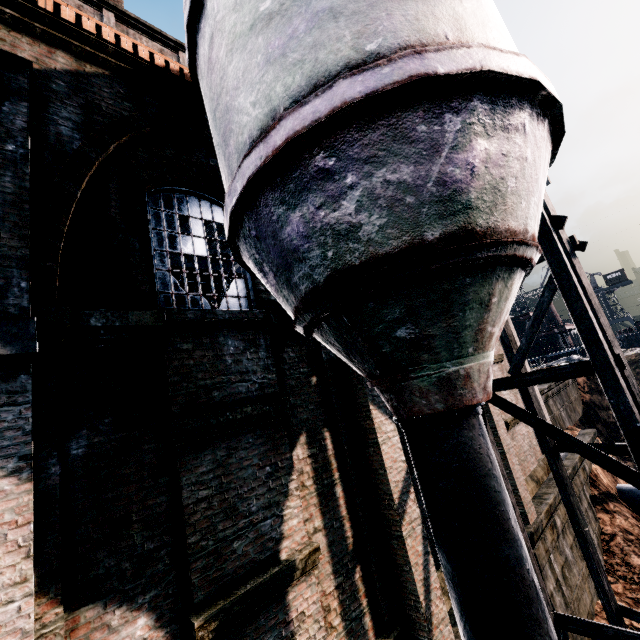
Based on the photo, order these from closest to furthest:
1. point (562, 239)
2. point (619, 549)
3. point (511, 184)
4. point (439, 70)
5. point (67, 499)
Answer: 1. point (439, 70)
2. point (511, 184)
3. point (67, 499)
4. point (562, 239)
5. point (619, 549)

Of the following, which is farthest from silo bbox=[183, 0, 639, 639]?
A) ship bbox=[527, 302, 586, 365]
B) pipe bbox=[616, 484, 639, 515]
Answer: ship bbox=[527, 302, 586, 365]

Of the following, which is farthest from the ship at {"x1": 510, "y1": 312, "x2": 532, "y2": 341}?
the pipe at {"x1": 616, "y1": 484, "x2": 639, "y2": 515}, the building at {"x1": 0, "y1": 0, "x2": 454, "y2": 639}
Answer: the building at {"x1": 0, "y1": 0, "x2": 454, "y2": 639}

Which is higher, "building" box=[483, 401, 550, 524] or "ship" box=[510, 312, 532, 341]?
"ship" box=[510, 312, 532, 341]

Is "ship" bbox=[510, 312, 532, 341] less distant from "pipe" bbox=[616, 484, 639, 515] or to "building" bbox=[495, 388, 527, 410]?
"pipe" bbox=[616, 484, 639, 515]

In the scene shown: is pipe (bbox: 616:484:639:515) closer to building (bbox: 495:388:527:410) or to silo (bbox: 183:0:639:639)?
building (bbox: 495:388:527:410)

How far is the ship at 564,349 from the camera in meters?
46.9 m
